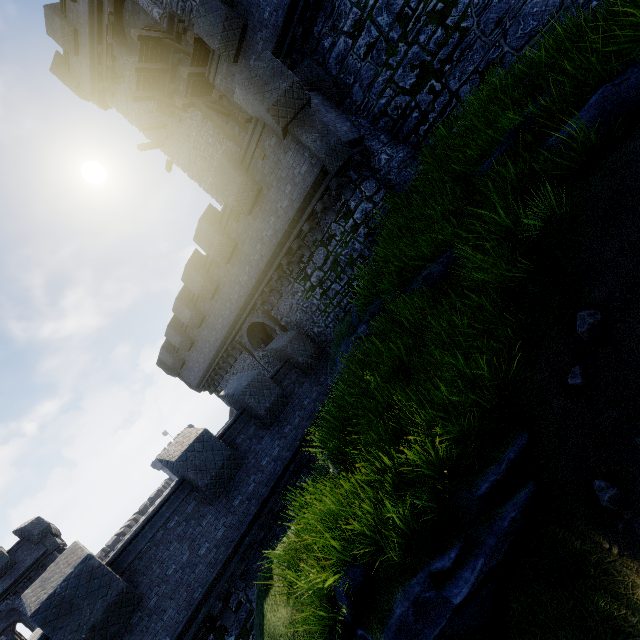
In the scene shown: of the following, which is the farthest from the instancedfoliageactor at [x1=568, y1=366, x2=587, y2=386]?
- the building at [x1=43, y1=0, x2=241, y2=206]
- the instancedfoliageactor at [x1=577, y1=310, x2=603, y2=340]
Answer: the building at [x1=43, y1=0, x2=241, y2=206]

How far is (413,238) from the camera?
7.34m

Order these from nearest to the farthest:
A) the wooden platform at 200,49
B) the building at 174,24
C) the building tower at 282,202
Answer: the building tower at 282,202 < the wooden platform at 200,49 < the building at 174,24

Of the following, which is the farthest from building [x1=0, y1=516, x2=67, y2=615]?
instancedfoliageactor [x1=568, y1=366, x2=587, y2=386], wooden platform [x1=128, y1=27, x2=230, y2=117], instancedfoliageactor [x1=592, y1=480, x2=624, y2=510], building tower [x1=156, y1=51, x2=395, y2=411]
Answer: instancedfoliageactor [x1=592, y1=480, x2=624, y2=510]

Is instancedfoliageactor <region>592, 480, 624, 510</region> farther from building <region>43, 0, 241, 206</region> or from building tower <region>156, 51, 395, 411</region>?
building <region>43, 0, 241, 206</region>

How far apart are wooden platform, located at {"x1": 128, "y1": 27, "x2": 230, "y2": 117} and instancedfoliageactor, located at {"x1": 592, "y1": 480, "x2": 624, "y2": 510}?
20.4 meters

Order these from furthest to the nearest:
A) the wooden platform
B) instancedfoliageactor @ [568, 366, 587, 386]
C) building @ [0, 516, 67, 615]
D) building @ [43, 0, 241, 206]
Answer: building @ [0, 516, 67, 615]
building @ [43, 0, 241, 206]
the wooden platform
instancedfoliageactor @ [568, 366, 587, 386]

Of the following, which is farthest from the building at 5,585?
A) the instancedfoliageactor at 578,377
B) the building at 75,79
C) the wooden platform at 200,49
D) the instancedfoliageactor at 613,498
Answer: the instancedfoliageactor at 613,498
